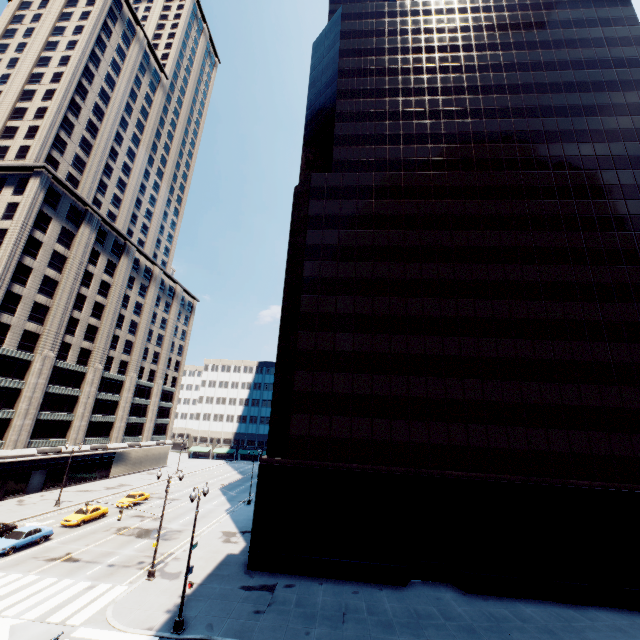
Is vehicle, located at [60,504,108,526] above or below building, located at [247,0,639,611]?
below

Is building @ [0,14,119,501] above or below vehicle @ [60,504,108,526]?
above

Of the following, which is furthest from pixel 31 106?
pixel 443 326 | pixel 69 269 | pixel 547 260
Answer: pixel 547 260

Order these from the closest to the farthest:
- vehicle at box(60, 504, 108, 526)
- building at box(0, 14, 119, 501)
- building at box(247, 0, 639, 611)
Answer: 1. building at box(247, 0, 639, 611)
2. vehicle at box(60, 504, 108, 526)
3. building at box(0, 14, 119, 501)

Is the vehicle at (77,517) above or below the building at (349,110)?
below

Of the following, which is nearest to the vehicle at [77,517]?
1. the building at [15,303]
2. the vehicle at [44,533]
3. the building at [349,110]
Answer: the vehicle at [44,533]

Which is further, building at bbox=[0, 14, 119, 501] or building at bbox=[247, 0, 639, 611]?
building at bbox=[0, 14, 119, 501]

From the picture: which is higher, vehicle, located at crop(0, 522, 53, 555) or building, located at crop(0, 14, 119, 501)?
building, located at crop(0, 14, 119, 501)
